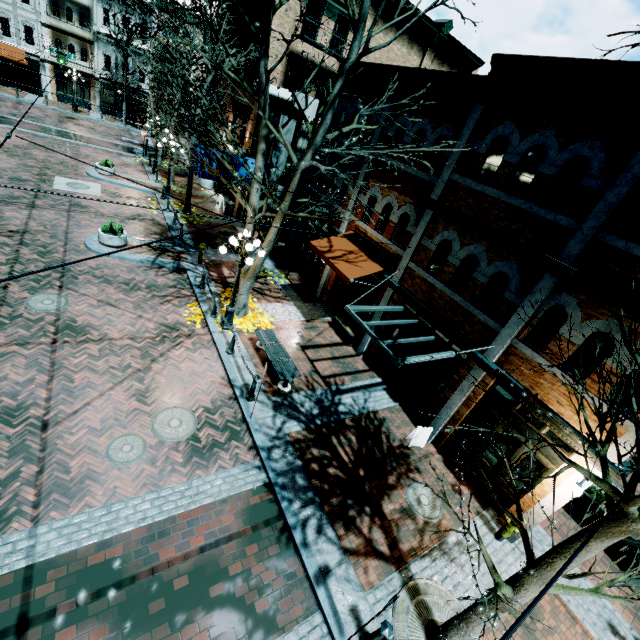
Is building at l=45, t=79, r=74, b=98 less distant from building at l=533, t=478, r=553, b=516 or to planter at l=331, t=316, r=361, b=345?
building at l=533, t=478, r=553, b=516

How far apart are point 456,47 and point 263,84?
19.5 meters

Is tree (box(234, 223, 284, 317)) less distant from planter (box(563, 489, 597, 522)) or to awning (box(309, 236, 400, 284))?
awning (box(309, 236, 400, 284))

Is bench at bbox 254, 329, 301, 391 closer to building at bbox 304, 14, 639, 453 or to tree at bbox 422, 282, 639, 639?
tree at bbox 422, 282, 639, 639

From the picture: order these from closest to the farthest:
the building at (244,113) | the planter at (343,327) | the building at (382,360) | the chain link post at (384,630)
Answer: the chain link post at (384,630) < the building at (382,360) < the planter at (343,327) < the building at (244,113)

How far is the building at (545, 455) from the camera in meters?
7.5 m

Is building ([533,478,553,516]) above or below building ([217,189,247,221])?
above

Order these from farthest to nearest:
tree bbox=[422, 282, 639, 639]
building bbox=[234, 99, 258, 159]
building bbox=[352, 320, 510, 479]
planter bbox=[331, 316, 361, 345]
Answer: building bbox=[234, 99, 258, 159] → planter bbox=[331, 316, 361, 345] → building bbox=[352, 320, 510, 479] → tree bbox=[422, 282, 639, 639]
